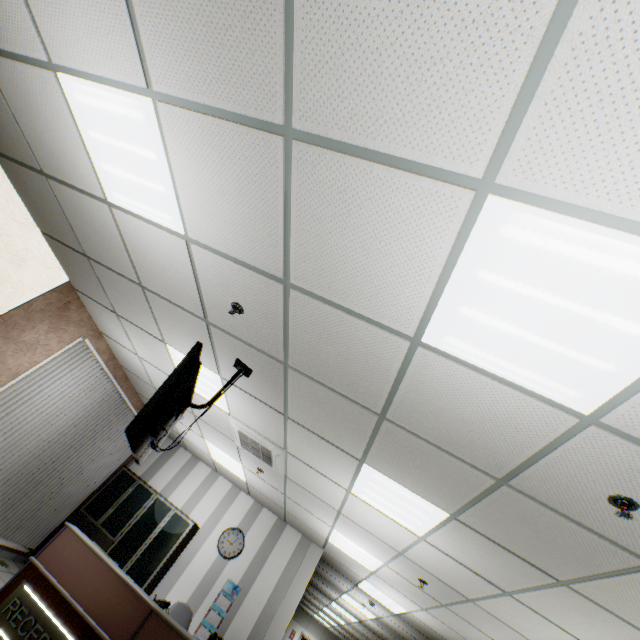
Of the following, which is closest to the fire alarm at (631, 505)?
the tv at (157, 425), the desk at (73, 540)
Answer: the tv at (157, 425)

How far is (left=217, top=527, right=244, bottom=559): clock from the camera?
6.8 meters

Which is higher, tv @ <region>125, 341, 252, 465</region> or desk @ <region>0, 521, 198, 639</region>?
tv @ <region>125, 341, 252, 465</region>

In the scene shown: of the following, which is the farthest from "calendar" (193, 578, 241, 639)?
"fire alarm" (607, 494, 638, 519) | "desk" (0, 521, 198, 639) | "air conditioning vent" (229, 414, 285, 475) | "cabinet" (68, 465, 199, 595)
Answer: "fire alarm" (607, 494, 638, 519)

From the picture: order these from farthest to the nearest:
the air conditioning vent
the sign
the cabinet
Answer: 1. the cabinet
2. the air conditioning vent
3. the sign

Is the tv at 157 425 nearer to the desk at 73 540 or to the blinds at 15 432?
the desk at 73 540

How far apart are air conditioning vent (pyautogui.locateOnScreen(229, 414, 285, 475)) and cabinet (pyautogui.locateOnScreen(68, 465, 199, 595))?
2.7 meters

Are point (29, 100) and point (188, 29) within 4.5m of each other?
yes
